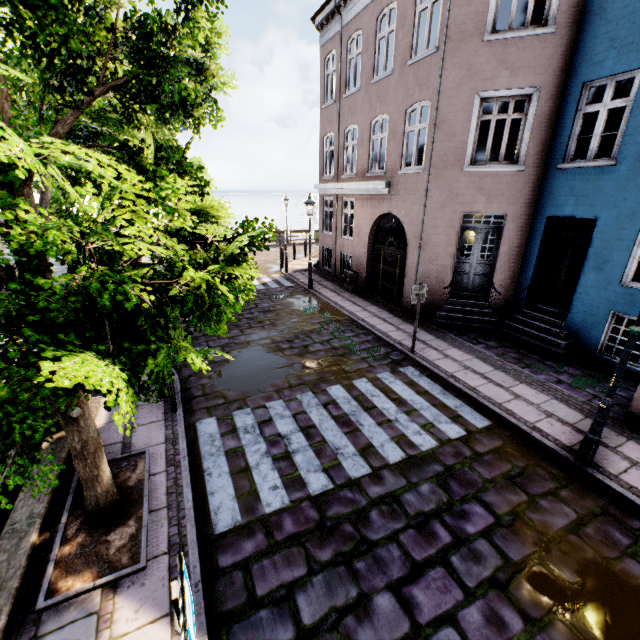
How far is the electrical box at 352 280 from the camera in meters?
13.9 m

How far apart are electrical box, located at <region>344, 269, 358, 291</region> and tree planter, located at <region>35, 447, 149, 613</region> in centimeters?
1034cm

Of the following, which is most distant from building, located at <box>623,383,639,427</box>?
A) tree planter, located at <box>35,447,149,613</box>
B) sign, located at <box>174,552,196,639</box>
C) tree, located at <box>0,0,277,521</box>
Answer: tree planter, located at <box>35,447,149,613</box>

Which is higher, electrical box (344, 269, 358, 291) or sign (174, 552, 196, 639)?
sign (174, 552, 196, 639)

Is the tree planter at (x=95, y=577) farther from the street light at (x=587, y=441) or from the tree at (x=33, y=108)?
the street light at (x=587, y=441)

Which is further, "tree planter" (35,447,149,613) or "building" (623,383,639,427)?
"building" (623,383,639,427)

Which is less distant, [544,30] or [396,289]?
[544,30]

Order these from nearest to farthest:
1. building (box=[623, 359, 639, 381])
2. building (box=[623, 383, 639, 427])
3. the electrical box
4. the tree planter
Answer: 1. the tree planter
2. building (box=[623, 383, 639, 427])
3. building (box=[623, 359, 639, 381])
4. the electrical box
